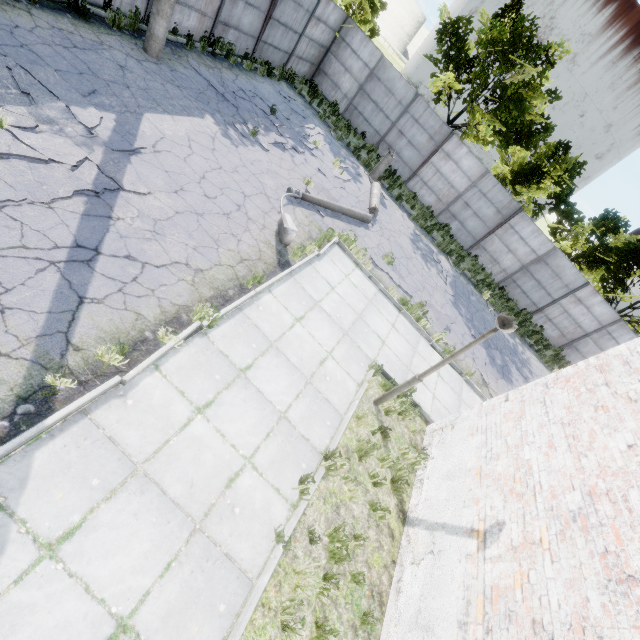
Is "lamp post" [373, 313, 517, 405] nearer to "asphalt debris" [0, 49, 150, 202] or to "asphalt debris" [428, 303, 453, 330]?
"asphalt debris" [428, 303, 453, 330]

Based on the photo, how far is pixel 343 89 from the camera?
19.41m

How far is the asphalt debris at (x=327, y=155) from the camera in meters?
Answer: 11.9

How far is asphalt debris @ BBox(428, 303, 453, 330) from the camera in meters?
11.7

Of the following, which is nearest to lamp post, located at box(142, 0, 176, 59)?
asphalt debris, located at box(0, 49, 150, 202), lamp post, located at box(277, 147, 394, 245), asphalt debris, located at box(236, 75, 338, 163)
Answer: asphalt debris, located at box(236, 75, 338, 163)

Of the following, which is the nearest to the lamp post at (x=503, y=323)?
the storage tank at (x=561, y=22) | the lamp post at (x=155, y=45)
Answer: the lamp post at (x=155, y=45)

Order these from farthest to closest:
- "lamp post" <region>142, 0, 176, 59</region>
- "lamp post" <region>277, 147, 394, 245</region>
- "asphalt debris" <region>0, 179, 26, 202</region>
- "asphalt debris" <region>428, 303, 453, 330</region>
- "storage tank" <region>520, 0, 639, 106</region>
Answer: "storage tank" <region>520, 0, 639, 106</region>
"asphalt debris" <region>428, 303, 453, 330</region>
"lamp post" <region>142, 0, 176, 59</region>
"lamp post" <region>277, 147, 394, 245</region>
"asphalt debris" <region>0, 179, 26, 202</region>

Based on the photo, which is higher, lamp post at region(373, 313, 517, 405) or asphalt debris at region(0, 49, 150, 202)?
lamp post at region(373, 313, 517, 405)
